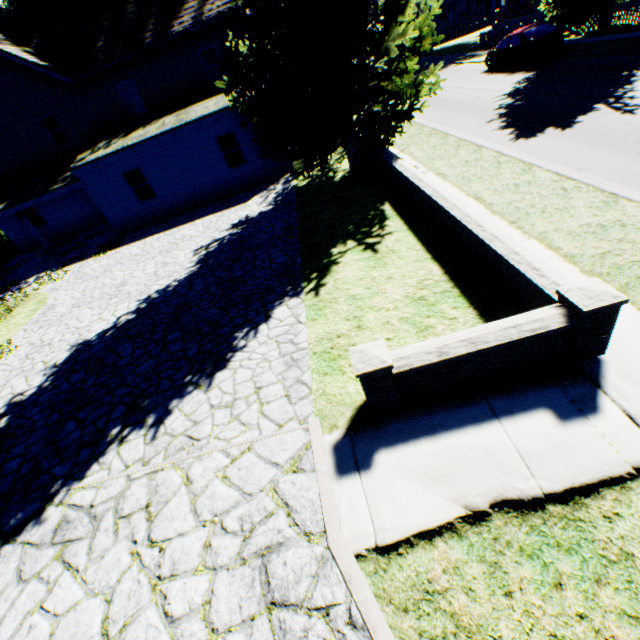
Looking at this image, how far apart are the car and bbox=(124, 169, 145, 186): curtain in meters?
21.5 m

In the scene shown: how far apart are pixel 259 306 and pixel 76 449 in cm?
420

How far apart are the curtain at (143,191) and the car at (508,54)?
21.5 meters

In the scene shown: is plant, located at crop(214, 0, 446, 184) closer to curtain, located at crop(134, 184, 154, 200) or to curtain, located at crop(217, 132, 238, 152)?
curtain, located at crop(217, 132, 238, 152)

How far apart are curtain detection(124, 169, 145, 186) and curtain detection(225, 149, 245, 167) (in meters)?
4.11

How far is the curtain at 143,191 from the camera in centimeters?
1642cm

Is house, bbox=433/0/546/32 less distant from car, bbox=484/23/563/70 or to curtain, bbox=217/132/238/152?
car, bbox=484/23/563/70
